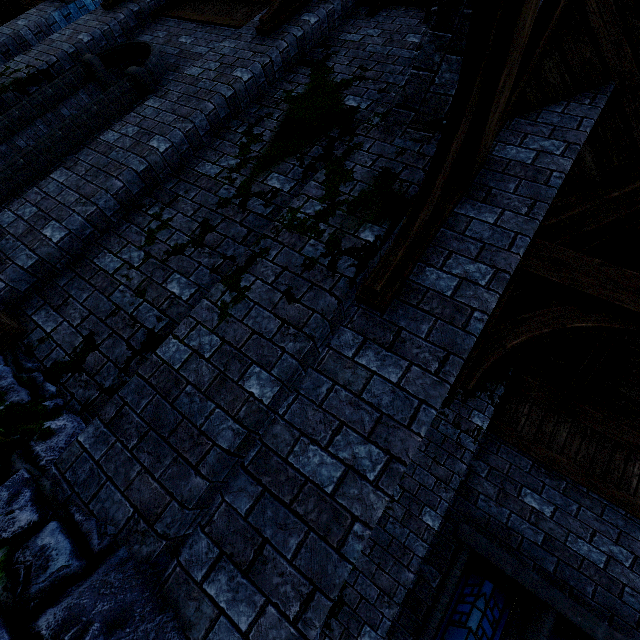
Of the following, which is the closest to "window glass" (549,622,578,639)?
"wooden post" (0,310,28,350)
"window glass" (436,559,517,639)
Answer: "window glass" (436,559,517,639)

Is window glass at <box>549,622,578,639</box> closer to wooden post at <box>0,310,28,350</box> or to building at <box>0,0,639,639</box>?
building at <box>0,0,639,639</box>

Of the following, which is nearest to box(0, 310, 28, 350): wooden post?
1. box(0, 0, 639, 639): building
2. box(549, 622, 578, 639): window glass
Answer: box(0, 0, 639, 639): building

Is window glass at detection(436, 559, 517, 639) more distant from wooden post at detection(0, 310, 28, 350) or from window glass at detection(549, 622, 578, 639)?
wooden post at detection(0, 310, 28, 350)

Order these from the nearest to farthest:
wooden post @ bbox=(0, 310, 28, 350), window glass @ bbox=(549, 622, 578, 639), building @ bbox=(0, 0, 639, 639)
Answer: building @ bbox=(0, 0, 639, 639) < wooden post @ bbox=(0, 310, 28, 350) < window glass @ bbox=(549, 622, 578, 639)

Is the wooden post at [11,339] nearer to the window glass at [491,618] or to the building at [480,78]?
the building at [480,78]

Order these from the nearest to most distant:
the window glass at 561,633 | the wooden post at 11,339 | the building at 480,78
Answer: the building at 480,78 → the wooden post at 11,339 → the window glass at 561,633

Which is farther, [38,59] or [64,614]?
[38,59]
